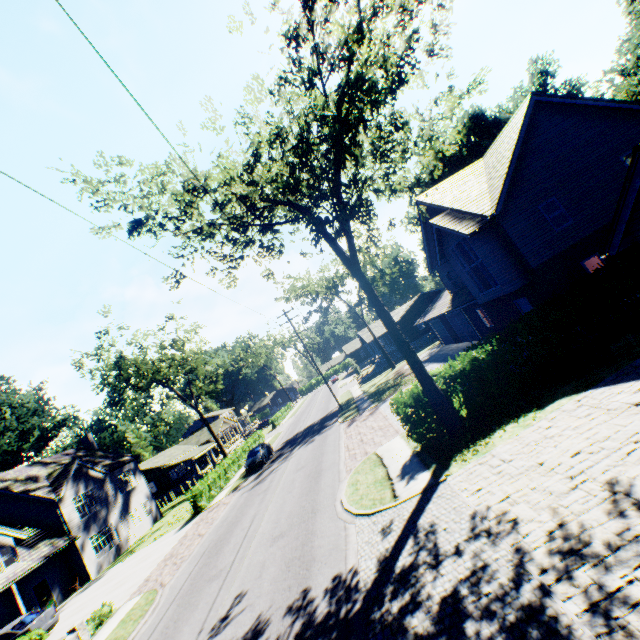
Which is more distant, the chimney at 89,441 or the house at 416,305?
the house at 416,305

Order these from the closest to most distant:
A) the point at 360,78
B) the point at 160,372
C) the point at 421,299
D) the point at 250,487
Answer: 1. the point at 360,78
2. the point at 250,487
3. the point at 160,372
4. the point at 421,299

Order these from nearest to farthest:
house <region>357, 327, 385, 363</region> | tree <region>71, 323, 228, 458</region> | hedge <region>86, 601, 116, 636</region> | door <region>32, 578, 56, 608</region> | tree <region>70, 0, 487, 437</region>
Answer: tree <region>70, 0, 487, 437</region> → hedge <region>86, 601, 116, 636</region> → door <region>32, 578, 56, 608</region> → tree <region>71, 323, 228, 458</region> → house <region>357, 327, 385, 363</region>

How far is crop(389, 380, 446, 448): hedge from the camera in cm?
1209

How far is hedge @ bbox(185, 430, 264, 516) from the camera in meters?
25.4 m

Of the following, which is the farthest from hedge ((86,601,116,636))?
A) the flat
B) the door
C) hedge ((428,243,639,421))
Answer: the flat

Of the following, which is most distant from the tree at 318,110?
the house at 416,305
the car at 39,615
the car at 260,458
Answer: the house at 416,305

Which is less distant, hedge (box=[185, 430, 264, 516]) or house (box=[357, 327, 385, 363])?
hedge (box=[185, 430, 264, 516])
